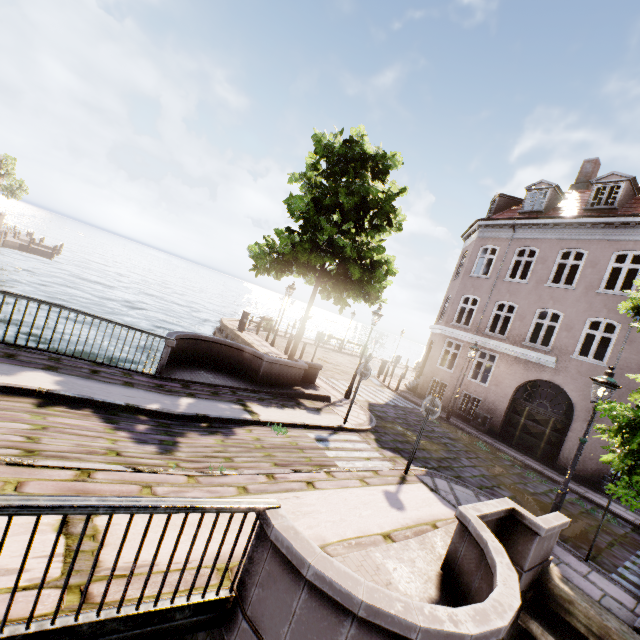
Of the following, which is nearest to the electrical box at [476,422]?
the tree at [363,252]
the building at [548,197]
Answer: the building at [548,197]

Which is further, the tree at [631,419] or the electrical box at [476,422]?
the electrical box at [476,422]

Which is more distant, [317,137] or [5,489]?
[317,137]

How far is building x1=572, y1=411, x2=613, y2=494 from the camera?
12.5 meters

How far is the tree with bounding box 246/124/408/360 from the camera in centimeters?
1199cm

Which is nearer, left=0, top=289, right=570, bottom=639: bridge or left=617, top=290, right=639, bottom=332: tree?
left=0, top=289, right=570, bottom=639: bridge

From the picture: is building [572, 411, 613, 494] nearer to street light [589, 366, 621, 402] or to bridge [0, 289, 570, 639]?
street light [589, 366, 621, 402]

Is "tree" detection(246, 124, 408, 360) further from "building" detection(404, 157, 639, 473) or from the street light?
"building" detection(404, 157, 639, 473)
